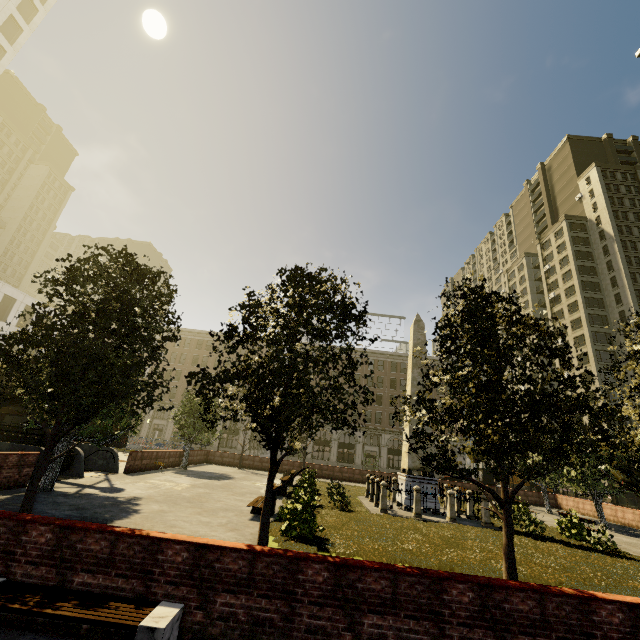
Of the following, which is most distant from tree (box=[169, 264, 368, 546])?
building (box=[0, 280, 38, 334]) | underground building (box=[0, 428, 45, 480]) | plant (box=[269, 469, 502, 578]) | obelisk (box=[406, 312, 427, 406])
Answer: building (box=[0, 280, 38, 334])

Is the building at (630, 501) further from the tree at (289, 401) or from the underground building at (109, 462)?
the underground building at (109, 462)

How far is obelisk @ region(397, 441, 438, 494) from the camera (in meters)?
17.81

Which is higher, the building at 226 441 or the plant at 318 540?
the building at 226 441

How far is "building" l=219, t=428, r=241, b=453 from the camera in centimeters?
5125cm

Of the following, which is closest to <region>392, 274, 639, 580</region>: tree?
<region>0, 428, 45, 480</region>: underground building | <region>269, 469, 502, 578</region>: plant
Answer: <region>269, 469, 502, 578</region>: plant

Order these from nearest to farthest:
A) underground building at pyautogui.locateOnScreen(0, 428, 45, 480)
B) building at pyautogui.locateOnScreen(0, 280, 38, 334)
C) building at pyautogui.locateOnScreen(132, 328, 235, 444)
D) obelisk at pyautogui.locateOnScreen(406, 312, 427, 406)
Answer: underground building at pyautogui.locateOnScreen(0, 428, 45, 480), obelisk at pyautogui.locateOnScreen(406, 312, 427, 406), building at pyautogui.locateOnScreen(0, 280, 38, 334), building at pyautogui.locateOnScreen(132, 328, 235, 444)

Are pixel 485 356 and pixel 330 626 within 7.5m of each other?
yes
